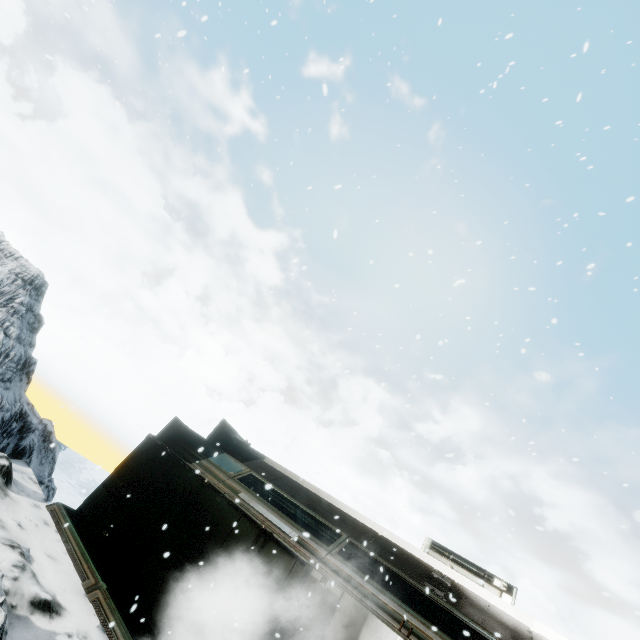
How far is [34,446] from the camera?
11.3m
